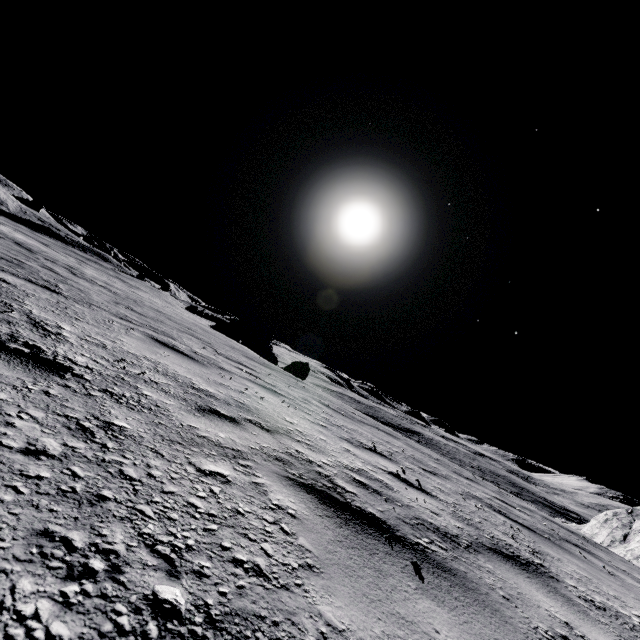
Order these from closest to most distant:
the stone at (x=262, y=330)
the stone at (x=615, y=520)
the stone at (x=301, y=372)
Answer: the stone at (x=615, y=520)
the stone at (x=301, y=372)
the stone at (x=262, y=330)

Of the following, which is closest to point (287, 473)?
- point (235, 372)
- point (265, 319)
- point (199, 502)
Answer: point (199, 502)

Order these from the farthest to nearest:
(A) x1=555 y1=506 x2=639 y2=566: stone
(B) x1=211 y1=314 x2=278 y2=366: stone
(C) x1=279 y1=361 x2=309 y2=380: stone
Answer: (B) x1=211 y1=314 x2=278 y2=366: stone, (C) x1=279 y1=361 x2=309 y2=380: stone, (A) x1=555 y1=506 x2=639 y2=566: stone

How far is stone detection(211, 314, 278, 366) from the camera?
38.5 meters

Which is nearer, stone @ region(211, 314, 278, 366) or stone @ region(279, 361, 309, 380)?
stone @ region(279, 361, 309, 380)

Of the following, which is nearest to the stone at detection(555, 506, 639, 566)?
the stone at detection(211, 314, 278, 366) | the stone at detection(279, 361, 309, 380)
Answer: the stone at detection(279, 361, 309, 380)

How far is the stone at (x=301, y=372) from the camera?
26.9 meters
